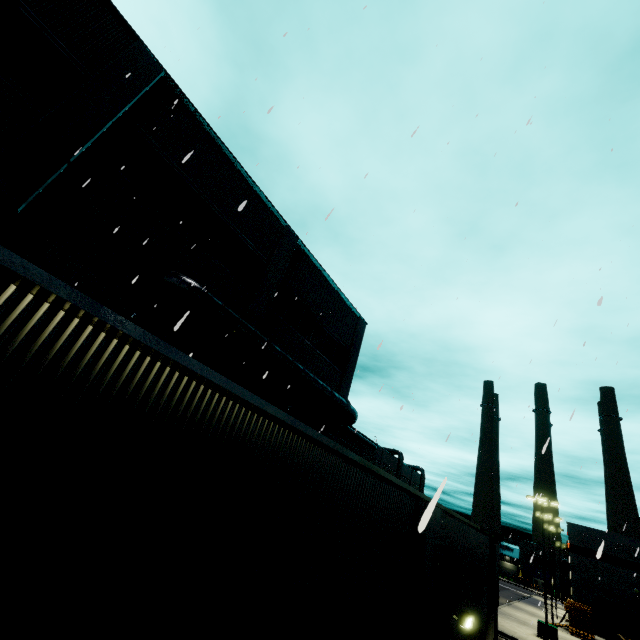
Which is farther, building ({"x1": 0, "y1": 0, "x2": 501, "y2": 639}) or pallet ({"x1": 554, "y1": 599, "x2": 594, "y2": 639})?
pallet ({"x1": 554, "y1": 599, "x2": 594, "y2": 639})

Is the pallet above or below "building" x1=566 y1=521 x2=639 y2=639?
below

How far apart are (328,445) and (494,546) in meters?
11.8 m

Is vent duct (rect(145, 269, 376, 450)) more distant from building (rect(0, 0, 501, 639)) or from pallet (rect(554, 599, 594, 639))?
pallet (rect(554, 599, 594, 639))

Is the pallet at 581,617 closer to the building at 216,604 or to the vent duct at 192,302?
the building at 216,604

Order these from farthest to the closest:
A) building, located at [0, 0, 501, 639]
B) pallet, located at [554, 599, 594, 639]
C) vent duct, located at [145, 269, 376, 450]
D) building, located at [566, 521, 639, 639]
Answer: building, located at [566, 521, 639, 639] → pallet, located at [554, 599, 594, 639] → vent duct, located at [145, 269, 376, 450] → building, located at [0, 0, 501, 639]
